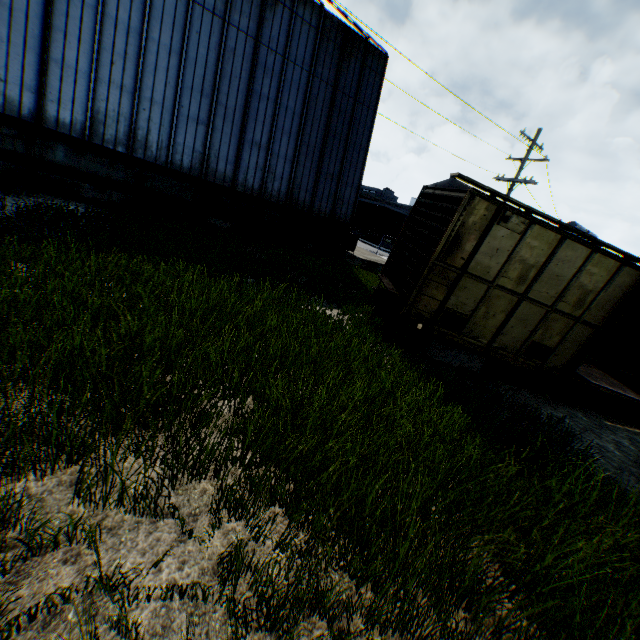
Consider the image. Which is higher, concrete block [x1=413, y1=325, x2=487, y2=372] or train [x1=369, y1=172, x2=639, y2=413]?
train [x1=369, y1=172, x2=639, y2=413]

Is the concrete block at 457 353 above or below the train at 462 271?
below

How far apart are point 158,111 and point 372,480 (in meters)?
16.22

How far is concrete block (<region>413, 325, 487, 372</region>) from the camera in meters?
8.5

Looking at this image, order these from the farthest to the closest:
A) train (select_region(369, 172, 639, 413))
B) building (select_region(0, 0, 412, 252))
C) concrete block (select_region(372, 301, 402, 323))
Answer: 1. building (select_region(0, 0, 412, 252))
2. concrete block (select_region(372, 301, 402, 323))
3. train (select_region(369, 172, 639, 413))

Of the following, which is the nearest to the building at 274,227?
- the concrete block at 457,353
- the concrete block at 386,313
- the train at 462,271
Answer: the train at 462,271

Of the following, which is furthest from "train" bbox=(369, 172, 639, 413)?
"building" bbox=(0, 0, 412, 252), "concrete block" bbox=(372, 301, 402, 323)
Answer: "building" bbox=(0, 0, 412, 252)

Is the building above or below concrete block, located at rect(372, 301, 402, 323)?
above
